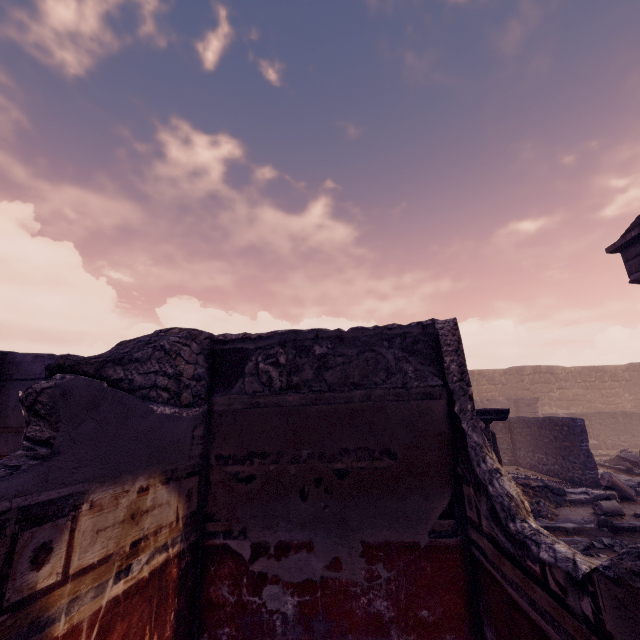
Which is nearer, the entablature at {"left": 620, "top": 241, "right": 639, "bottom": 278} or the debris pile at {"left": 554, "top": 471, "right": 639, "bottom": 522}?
the debris pile at {"left": 554, "top": 471, "right": 639, "bottom": 522}

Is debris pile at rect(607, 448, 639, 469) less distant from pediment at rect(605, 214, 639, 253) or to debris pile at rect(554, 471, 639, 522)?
debris pile at rect(554, 471, 639, 522)

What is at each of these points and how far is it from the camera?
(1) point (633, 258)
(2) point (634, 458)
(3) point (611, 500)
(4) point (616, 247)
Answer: (1) entablature, 11.1 meters
(2) debris pile, 11.6 meters
(3) debris pile, 6.9 meters
(4) pediment, 11.3 meters

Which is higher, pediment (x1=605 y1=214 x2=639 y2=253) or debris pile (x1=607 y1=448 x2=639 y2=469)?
pediment (x1=605 y1=214 x2=639 y2=253)

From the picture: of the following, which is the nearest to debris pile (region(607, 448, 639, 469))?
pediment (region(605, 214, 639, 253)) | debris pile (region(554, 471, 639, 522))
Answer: debris pile (region(554, 471, 639, 522))

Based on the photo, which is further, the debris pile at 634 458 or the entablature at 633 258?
the debris pile at 634 458

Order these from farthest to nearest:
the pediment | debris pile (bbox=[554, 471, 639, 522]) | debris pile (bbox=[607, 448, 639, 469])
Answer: debris pile (bbox=[607, 448, 639, 469]), the pediment, debris pile (bbox=[554, 471, 639, 522])

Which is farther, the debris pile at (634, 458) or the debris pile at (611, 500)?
the debris pile at (634, 458)
